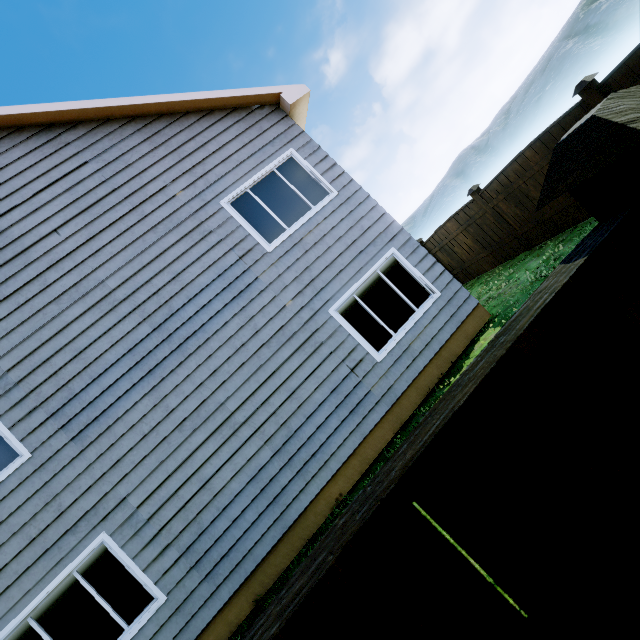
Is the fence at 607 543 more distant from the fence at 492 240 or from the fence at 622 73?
the fence at 492 240

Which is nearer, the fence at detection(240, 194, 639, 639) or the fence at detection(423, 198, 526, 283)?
the fence at detection(240, 194, 639, 639)

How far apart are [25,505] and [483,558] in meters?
6.7

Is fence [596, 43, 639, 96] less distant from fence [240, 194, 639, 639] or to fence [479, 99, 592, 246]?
fence [479, 99, 592, 246]

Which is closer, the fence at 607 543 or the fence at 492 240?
the fence at 607 543

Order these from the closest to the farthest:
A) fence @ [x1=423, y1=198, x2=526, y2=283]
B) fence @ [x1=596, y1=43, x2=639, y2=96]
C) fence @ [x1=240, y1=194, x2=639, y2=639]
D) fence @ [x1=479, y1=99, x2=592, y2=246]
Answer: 1. fence @ [x1=240, y1=194, x2=639, y2=639]
2. fence @ [x1=596, y1=43, x2=639, y2=96]
3. fence @ [x1=479, y1=99, x2=592, y2=246]
4. fence @ [x1=423, y1=198, x2=526, y2=283]

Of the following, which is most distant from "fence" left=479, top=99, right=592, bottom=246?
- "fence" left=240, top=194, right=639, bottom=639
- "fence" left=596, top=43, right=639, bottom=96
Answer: "fence" left=240, top=194, right=639, bottom=639

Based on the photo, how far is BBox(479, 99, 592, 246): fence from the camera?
6.2m
